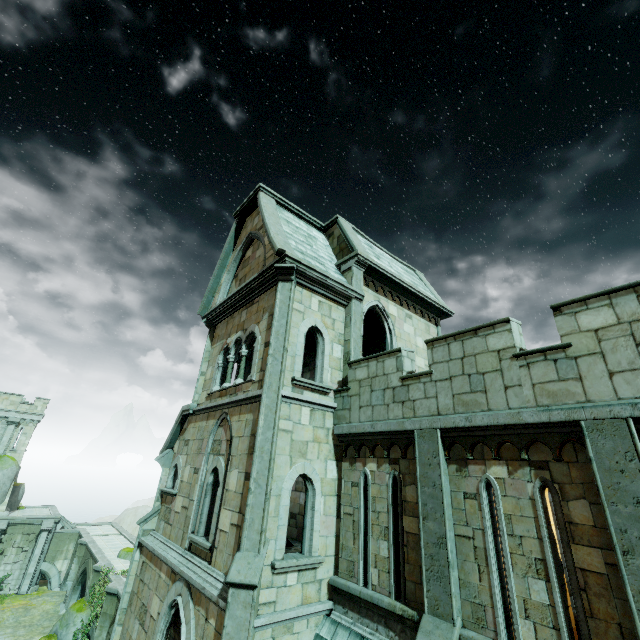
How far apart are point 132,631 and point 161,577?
2.25m

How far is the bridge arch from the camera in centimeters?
3081cm

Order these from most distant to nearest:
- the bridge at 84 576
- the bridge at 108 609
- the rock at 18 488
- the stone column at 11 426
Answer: the stone column at 11 426, the rock at 18 488, the bridge at 84 576, the bridge at 108 609

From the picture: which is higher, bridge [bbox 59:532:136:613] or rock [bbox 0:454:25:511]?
rock [bbox 0:454:25:511]

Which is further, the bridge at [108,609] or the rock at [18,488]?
the rock at [18,488]

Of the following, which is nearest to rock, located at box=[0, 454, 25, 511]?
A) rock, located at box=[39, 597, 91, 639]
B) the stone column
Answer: the stone column

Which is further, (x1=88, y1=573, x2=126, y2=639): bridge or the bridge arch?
the bridge arch

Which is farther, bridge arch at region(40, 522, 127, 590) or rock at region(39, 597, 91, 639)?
bridge arch at region(40, 522, 127, 590)
